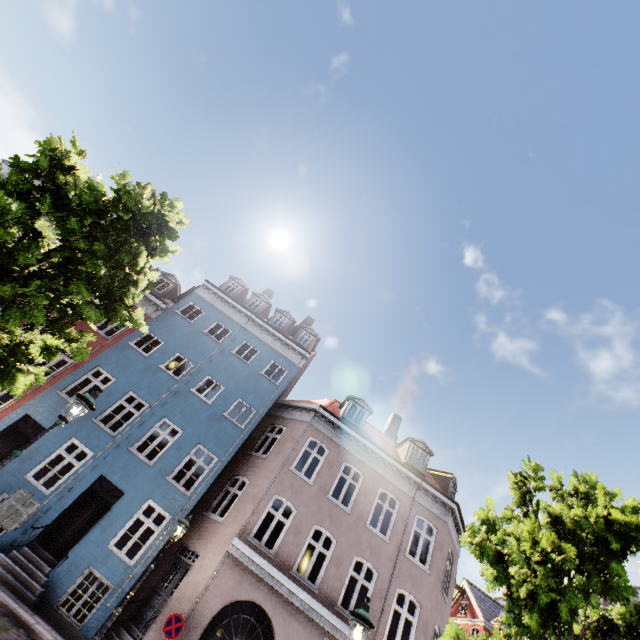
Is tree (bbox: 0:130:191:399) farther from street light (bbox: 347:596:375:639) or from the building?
the building

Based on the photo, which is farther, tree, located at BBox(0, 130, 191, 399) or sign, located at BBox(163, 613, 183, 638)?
sign, located at BBox(163, 613, 183, 638)

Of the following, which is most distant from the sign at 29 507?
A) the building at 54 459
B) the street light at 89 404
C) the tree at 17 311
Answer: the building at 54 459

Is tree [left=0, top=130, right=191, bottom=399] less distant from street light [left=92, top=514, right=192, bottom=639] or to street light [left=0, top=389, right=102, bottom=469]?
street light [left=0, top=389, right=102, bottom=469]

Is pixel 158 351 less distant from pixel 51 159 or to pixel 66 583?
pixel 66 583

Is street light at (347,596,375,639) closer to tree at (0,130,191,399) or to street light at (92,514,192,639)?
tree at (0,130,191,399)

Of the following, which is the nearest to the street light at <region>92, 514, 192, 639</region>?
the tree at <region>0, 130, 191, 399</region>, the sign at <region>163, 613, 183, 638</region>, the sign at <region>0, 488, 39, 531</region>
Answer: the sign at <region>163, 613, 183, 638</region>

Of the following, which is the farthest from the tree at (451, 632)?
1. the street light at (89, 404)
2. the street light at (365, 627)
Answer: the street light at (365, 627)
